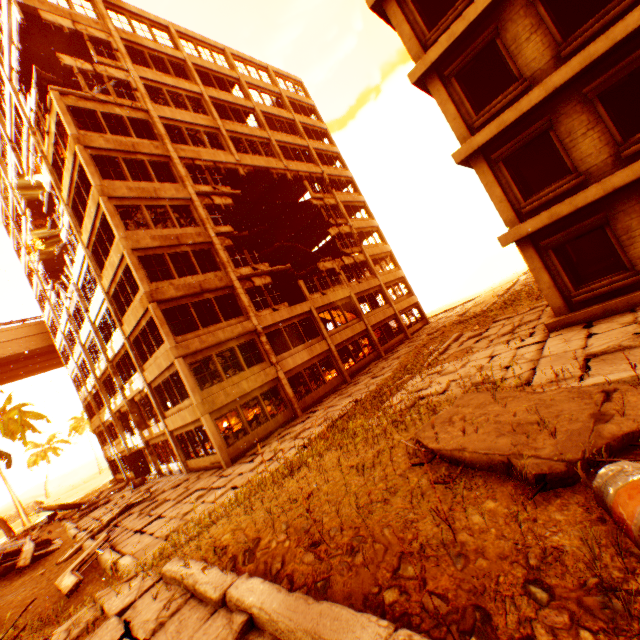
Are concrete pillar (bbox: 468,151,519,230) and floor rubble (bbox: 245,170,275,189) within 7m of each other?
no

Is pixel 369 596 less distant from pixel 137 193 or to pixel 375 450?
pixel 375 450

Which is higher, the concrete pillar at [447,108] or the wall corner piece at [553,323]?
the concrete pillar at [447,108]

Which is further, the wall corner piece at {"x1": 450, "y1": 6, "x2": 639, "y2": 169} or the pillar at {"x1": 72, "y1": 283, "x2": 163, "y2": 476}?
the pillar at {"x1": 72, "y1": 283, "x2": 163, "y2": 476}

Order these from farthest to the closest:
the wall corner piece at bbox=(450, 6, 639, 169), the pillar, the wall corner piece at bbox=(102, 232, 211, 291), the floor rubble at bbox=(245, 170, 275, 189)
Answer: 1. the floor rubble at bbox=(245, 170, 275, 189)
2. the pillar
3. the wall corner piece at bbox=(102, 232, 211, 291)
4. the wall corner piece at bbox=(450, 6, 639, 169)

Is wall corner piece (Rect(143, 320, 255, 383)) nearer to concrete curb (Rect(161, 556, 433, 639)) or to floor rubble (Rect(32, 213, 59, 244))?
floor rubble (Rect(32, 213, 59, 244))

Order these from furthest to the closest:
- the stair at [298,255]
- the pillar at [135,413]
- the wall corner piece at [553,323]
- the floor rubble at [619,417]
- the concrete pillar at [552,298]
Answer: the stair at [298,255]
the pillar at [135,413]
the concrete pillar at [552,298]
the wall corner piece at [553,323]
the floor rubble at [619,417]

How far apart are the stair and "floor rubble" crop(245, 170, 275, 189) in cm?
583
